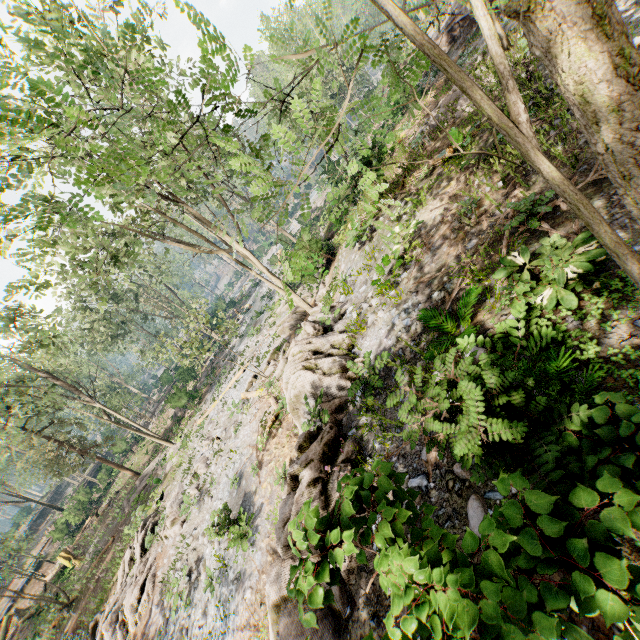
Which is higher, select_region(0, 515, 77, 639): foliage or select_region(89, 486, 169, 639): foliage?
select_region(0, 515, 77, 639): foliage

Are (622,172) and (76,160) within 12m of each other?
no

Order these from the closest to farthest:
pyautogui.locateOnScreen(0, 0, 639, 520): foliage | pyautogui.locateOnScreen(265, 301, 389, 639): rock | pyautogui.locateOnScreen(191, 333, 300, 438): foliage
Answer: pyautogui.locateOnScreen(0, 0, 639, 520): foliage, pyautogui.locateOnScreen(265, 301, 389, 639): rock, pyautogui.locateOnScreen(191, 333, 300, 438): foliage

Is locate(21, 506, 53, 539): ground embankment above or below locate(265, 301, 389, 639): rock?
above

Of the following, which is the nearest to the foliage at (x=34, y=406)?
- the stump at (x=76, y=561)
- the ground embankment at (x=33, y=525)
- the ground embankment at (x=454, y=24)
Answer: the ground embankment at (x=454, y=24)

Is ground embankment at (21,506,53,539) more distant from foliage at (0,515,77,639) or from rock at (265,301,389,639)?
rock at (265,301,389,639)

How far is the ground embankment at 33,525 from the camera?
48.4 meters
